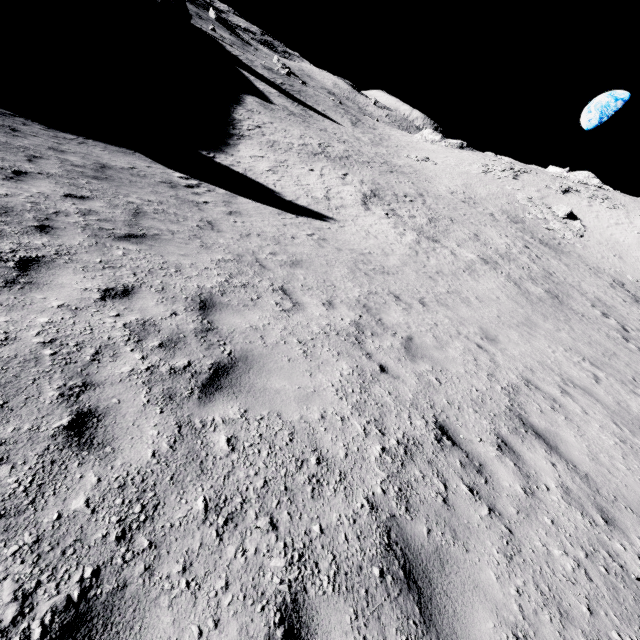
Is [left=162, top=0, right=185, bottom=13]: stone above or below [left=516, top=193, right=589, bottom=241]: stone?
below

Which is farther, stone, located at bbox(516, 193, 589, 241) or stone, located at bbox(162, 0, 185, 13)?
stone, located at bbox(162, 0, 185, 13)

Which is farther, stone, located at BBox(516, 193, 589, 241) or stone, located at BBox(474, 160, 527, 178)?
stone, located at BBox(474, 160, 527, 178)

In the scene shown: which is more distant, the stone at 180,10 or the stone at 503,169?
the stone at 180,10

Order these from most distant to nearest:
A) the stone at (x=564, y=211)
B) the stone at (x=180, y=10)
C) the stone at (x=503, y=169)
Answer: the stone at (x=180, y=10)
the stone at (x=503, y=169)
the stone at (x=564, y=211)

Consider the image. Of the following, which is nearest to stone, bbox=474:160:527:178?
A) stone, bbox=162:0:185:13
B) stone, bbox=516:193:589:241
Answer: stone, bbox=516:193:589:241

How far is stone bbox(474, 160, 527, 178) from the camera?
47.31m

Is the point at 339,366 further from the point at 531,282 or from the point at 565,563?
the point at 531,282
